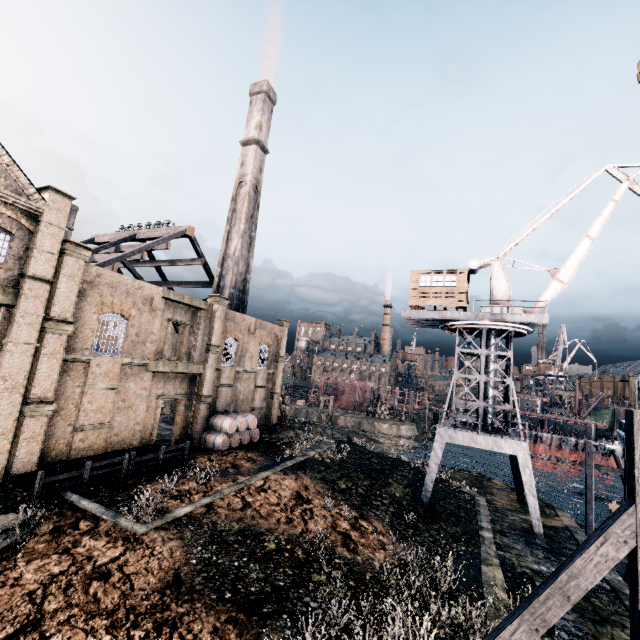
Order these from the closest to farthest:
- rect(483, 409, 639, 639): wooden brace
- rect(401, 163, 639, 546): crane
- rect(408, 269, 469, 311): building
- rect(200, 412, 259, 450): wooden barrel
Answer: rect(483, 409, 639, 639): wooden brace, rect(401, 163, 639, 546): crane, rect(408, 269, 469, 311): building, rect(200, 412, 259, 450): wooden barrel

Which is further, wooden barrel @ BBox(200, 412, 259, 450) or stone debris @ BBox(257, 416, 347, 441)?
stone debris @ BBox(257, 416, 347, 441)

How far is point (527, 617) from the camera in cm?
739

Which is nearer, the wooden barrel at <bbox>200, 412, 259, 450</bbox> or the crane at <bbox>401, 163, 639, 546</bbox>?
the crane at <bbox>401, 163, 639, 546</bbox>

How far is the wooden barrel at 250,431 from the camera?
27.5m

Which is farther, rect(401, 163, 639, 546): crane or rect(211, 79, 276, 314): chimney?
rect(211, 79, 276, 314): chimney

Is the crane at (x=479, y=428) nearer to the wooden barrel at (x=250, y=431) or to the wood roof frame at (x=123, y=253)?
the wooden barrel at (x=250, y=431)

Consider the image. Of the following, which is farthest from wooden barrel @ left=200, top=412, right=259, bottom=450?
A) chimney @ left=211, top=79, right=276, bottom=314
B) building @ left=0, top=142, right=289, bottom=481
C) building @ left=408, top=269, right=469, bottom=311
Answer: building @ left=0, top=142, right=289, bottom=481
